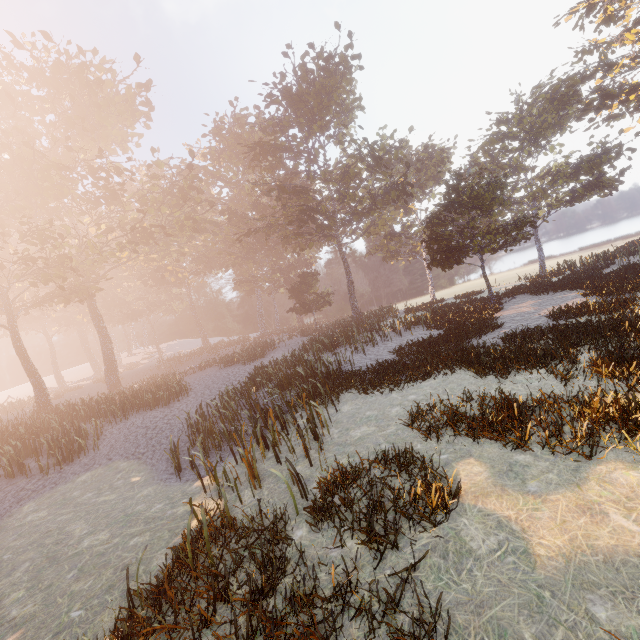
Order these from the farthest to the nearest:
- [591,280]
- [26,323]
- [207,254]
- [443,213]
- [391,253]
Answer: [207,254] < [391,253] < [26,323] < [443,213] < [591,280]
